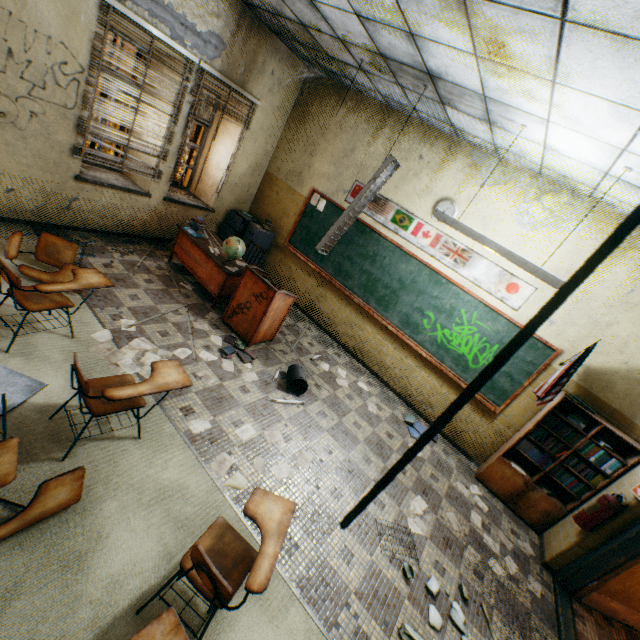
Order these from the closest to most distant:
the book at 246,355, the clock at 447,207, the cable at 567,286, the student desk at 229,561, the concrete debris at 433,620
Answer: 1. the cable at 567,286
2. the student desk at 229,561
3. the concrete debris at 433,620
4. the book at 246,355
5. the clock at 447,207

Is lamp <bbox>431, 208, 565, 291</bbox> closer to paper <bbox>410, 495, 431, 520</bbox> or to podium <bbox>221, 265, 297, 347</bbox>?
podium <bbox>221, 265, 297, 347</bbox>

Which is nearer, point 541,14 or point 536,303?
point 541,14

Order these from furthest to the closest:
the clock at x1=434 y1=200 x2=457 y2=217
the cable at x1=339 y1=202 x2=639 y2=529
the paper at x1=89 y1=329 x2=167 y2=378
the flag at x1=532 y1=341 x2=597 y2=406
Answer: the clock at x1=434 y1=200 x2=457 y2=217 < the flag at x1=532 y1=341 x2=597 y2=406 < the paper at x1=89 y1=329 x2=167 y2=378 < the cable at x1=339 y1=202 x2=639 y2=529

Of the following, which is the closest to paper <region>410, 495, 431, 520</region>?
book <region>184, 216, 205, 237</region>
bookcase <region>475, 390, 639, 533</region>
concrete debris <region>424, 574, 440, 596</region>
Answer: concrete debris <region>424, 574, 440, 596</region>

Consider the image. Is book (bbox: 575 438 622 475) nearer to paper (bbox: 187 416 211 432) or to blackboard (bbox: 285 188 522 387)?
blackboard (bbox: 285 188 522 387)

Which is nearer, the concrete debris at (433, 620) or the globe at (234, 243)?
the concrete debris at (433, 620)

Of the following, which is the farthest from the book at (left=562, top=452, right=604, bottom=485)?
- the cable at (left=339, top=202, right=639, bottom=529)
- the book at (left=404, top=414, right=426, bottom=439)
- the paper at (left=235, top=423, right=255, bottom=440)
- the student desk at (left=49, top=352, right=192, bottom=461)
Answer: the cable at (left=339, top=202, right=639, bottom=529)
